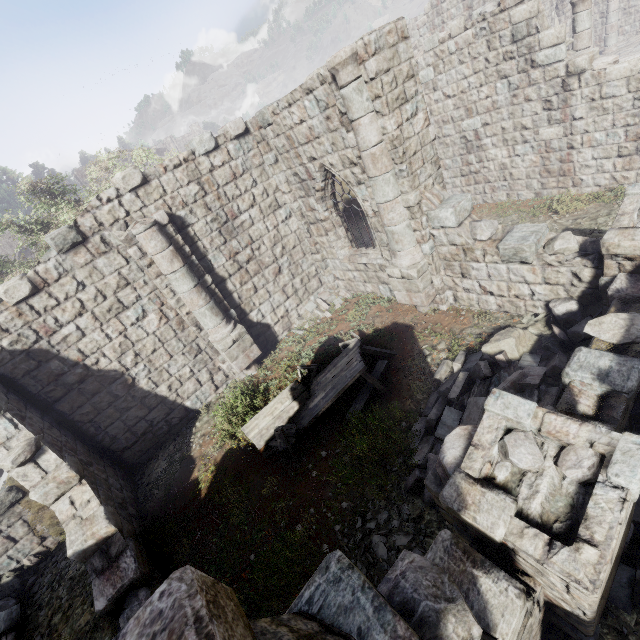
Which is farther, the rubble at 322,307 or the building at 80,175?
the building at 80,175

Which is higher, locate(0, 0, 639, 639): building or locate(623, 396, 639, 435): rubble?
locate(0, 0, 639, 639): building

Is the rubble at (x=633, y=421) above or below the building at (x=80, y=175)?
below

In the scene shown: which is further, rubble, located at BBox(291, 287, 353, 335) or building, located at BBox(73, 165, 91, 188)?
building, located at BBox(73, 165, 91, 188)

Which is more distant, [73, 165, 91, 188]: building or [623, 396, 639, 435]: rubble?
[73, 165, 91, 188]: building

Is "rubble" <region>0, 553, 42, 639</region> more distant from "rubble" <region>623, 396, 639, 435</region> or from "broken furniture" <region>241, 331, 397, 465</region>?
"rubble" <region>623, 396, 639, 435</region>

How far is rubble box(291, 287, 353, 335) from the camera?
11.83m

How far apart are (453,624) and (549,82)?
13.2m
